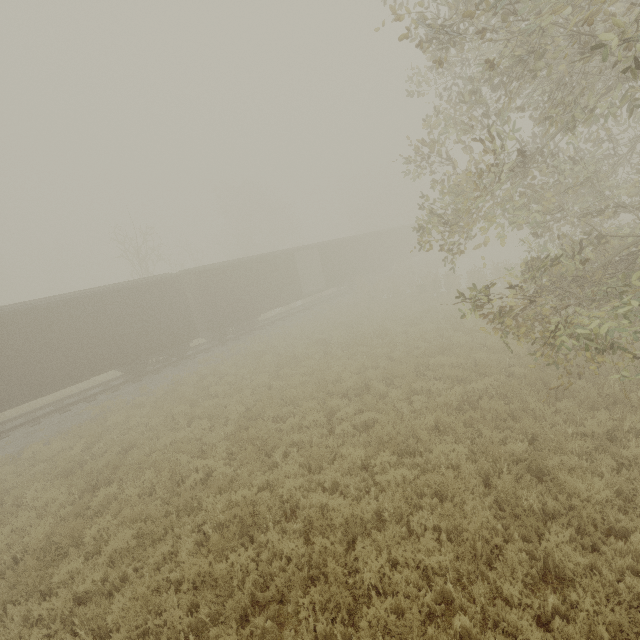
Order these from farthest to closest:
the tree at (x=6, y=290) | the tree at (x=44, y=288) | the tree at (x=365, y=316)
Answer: the tree at (x=44, y=288) → the tree at (x=6, y=290) → the tree at (x=365, y=316)

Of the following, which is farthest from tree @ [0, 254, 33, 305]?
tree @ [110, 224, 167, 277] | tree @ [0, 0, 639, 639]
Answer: tree @ [0, 0, 639, 639]

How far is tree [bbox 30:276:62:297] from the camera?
54.6m

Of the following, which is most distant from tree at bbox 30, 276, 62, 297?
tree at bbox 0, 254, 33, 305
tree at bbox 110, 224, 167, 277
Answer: tree at bbox 110, 224, 167, 277

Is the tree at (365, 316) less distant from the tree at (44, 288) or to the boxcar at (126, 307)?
the boxcar at (126, 307)

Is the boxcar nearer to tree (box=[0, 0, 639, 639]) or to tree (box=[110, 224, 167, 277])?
tree (box=[110, 224, 167, 277])

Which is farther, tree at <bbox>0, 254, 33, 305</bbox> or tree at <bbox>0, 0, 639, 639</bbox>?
tree at <bbox>0, 254, 33, 305</bbox>

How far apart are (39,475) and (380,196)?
57.7 meters
